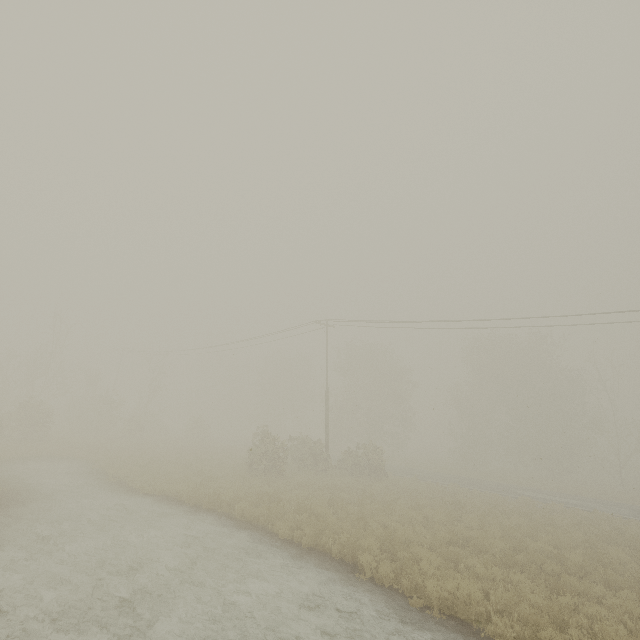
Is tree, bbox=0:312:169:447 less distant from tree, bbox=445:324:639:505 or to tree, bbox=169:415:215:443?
tree, bbox=169:415:215:443

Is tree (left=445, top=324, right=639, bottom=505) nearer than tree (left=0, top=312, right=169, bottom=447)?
No

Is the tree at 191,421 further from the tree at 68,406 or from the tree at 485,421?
the tree at 68,406

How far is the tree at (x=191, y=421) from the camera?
40.22m

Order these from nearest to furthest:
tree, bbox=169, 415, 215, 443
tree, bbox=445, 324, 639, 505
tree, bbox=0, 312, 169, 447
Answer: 1. tree, bbox=0, 312, 169, 447
2. tree, bbox=445, 324, 639, 505
3. tree, bbox=169, 415, 215, 443

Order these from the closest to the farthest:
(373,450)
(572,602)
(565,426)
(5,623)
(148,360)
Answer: (5,623) < (572,602) < (373,450) < (565,426) < (148,360)

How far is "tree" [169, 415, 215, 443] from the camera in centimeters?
4022cm

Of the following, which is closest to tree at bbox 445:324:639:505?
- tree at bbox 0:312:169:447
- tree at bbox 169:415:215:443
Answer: tree at bbox 169:415:215:443
